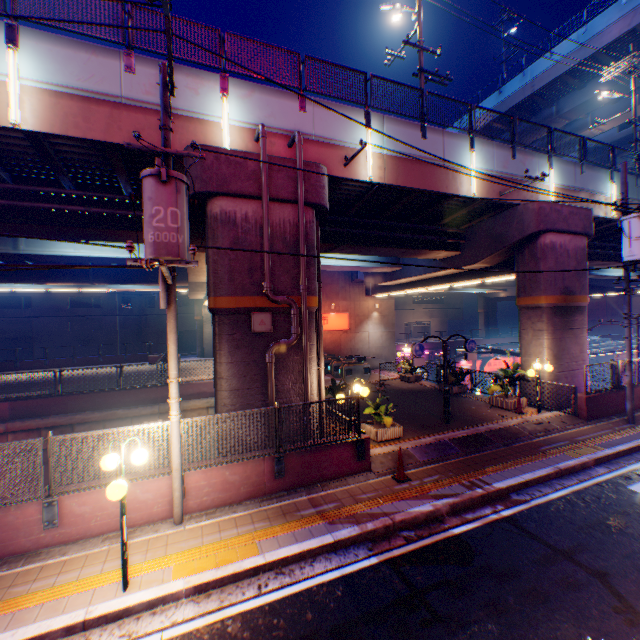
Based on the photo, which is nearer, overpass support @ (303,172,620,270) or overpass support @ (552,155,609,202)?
overpass support @ (303,172,620,270)

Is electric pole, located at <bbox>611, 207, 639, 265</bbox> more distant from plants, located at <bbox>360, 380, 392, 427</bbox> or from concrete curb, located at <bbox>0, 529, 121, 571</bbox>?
plants, located at <bbox>360, 380, 392, 427</bbox>

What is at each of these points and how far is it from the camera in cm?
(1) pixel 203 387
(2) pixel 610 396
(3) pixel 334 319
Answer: (1) concrete block, 1752
(2) concrete block, 1316
(3) sign, 2905

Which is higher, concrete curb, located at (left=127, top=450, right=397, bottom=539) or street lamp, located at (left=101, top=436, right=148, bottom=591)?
street lamp, located at (left=101, top=436, right=148, bottom=591)

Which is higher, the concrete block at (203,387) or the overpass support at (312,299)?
the overpass support at (312,299)

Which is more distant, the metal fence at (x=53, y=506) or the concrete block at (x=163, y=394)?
the concrete block at (x=163, y=394)

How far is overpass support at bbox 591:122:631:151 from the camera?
36.0m

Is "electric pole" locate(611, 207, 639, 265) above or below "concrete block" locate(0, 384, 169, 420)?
above
